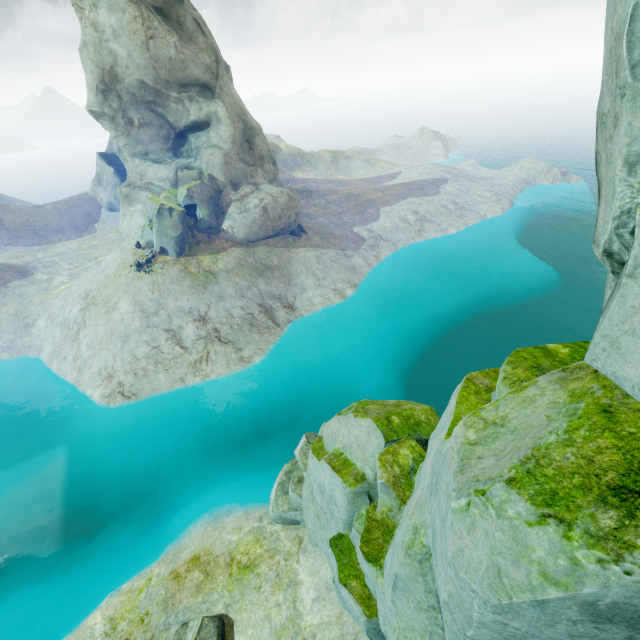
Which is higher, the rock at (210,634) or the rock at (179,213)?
the rock at (179,213)

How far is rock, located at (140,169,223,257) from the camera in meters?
27.0 m

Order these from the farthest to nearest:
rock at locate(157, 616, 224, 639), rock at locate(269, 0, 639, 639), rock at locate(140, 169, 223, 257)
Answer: rock at locate(140, 169, 223, 257) → rock at locate(157, 616, 224, 639) → rock at locate(269, 0, 639, 639)

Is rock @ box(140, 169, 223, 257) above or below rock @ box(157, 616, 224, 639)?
above

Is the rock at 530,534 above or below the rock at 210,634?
above

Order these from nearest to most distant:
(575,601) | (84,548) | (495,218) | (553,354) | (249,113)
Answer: (575,601)
(553,354)
(84,548)
(249,113)
(495,218)

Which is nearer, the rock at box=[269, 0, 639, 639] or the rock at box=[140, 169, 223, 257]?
the rock at box=[269, 0, 639, 639]
